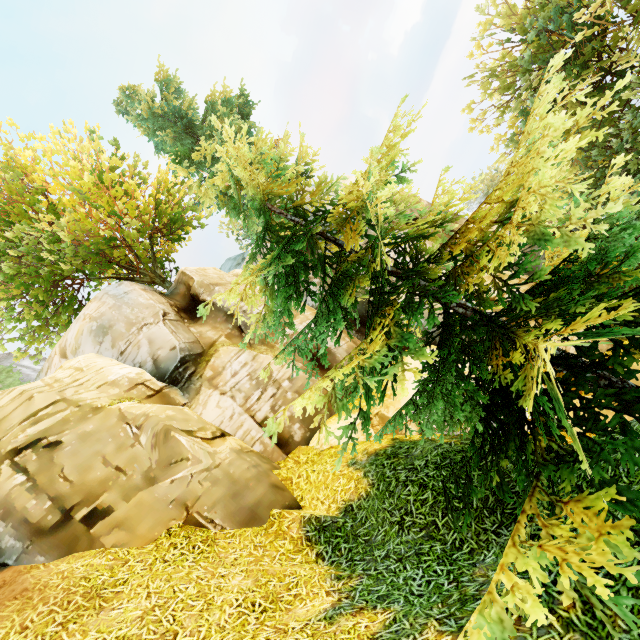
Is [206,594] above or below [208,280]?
below
